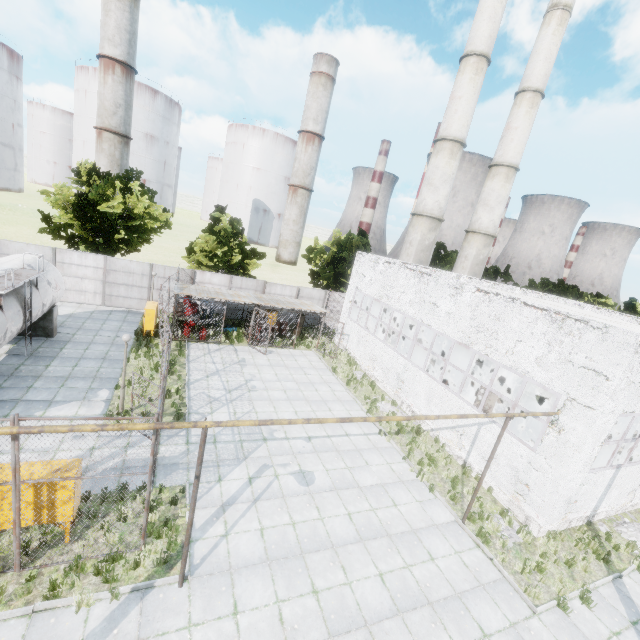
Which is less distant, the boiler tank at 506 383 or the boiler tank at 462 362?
the boiler tank at 506 383

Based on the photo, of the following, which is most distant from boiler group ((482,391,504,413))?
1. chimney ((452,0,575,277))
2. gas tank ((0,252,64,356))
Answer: gas tank ((0,252,64,356))

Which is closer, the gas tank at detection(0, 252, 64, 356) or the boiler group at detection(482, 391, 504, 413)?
the gas tank at detection(0, 252, 64, 356)

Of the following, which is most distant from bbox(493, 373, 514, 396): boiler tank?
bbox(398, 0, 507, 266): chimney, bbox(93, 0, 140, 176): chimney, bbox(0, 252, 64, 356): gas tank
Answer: bbox(93, 0, 140, 176): chimney

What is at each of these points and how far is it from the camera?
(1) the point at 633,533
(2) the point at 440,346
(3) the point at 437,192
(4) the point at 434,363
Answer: (1) concrete debris, 12.8m
(2) boiler tank, 23.6m
(3) chimney, 27.4m
(4) boiler tank, 23.9m

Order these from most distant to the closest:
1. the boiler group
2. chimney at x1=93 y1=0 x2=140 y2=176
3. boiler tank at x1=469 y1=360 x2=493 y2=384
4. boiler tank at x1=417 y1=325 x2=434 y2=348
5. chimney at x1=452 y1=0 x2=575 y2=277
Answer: chimney at x1=93 y1=0 x2=140 y2=176, chimney at x1=452 y1=0 x2=575 y2=277, boiler tank at x1=417 y1=325 x2=434 y2=348, boiler tank at x1=469 y1=360 x2=493 y2=384, the boiler group

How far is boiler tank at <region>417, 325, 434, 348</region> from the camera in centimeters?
2462cm

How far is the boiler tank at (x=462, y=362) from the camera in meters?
21.4
